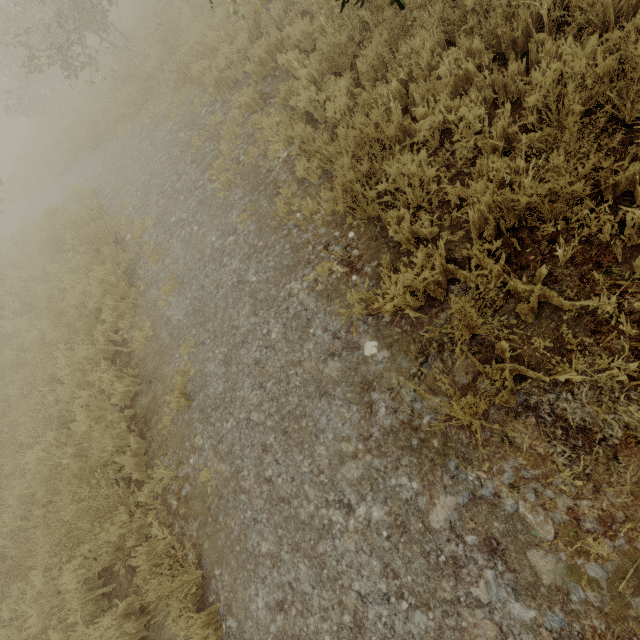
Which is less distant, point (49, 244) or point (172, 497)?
point (172, 497)

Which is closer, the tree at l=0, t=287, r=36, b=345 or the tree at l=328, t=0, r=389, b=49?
the tree at l=328, t=0, r=389, b=49

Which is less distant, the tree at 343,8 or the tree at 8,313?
the tree at 343,8
